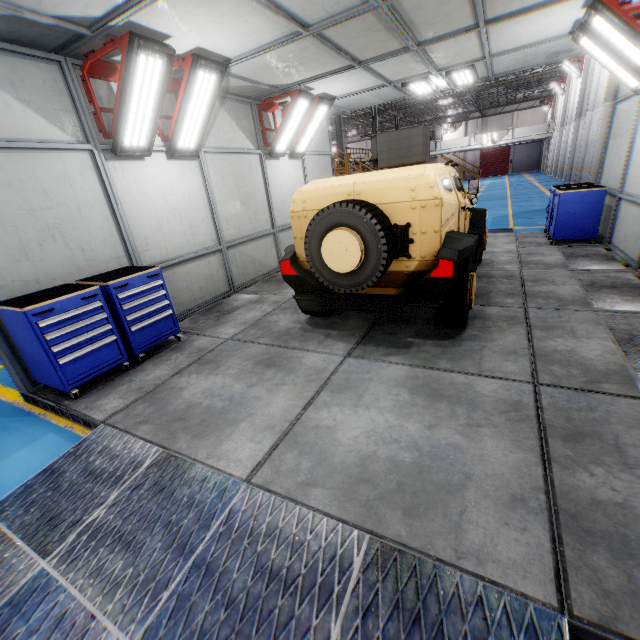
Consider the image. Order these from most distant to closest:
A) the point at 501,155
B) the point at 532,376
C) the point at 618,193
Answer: the point at 501,155 → the point at 618,193 → the point at 532,376

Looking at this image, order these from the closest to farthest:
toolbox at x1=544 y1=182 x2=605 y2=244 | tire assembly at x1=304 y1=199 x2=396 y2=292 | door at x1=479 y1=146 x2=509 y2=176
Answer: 1. tire assembly at x1=304 y1=199 x2=396 y2=292
2. toolbox at x1=544 y1=182 x2=605 y2=244
3. door at x1=479 y1=146 x2=509 y2=176

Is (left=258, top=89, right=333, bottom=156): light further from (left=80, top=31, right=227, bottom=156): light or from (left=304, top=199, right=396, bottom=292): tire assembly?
(left=304, top=199, right=396, bottom=292): tire assembly

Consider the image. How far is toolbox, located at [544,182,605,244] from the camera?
7.0m

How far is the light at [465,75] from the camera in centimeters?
713cm

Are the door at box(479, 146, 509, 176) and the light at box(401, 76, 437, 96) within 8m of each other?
no

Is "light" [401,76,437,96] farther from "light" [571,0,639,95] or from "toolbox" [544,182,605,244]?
"toolbox" [544,182,605,244]

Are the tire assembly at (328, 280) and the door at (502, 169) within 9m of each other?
no
